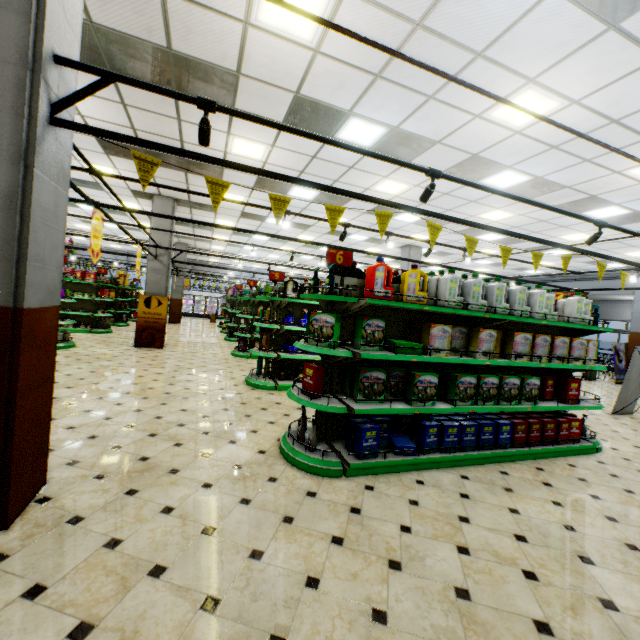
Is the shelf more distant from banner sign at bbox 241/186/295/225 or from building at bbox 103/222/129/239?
banner sign at bbox 241/186/295/225

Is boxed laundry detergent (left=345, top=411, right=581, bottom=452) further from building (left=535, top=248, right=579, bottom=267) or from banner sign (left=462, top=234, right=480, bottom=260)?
banner sign (left=462, top=234, right=480, bottom=260)

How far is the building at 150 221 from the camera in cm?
1082

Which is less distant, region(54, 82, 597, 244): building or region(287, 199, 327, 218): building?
region(54, 82, 597, 244): building

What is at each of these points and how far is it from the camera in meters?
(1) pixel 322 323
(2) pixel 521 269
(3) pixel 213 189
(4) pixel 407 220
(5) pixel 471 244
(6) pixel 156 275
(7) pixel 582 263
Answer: (1) boxed laundry detergent, 3.6
(2) building, 17.0
(3) banner sign, 2.7
(4) building, 10.6
(5) banner sign, 3.7
(6) building, 10.8
(7) building, 14.2

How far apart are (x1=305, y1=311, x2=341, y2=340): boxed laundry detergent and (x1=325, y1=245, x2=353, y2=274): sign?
0.6m

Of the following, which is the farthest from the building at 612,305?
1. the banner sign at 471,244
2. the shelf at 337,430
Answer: the banner sign at 471,244

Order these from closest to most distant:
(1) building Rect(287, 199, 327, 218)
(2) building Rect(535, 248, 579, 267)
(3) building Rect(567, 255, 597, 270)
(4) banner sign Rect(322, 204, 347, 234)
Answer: (4) banner sign Rect(322, 204, 347, 234)
(1) building Rect(287, 199, 327, 218)
(2) building Rect(535, 248, 579, 267)
(3) building Rect(567, 255, 597, 270)
